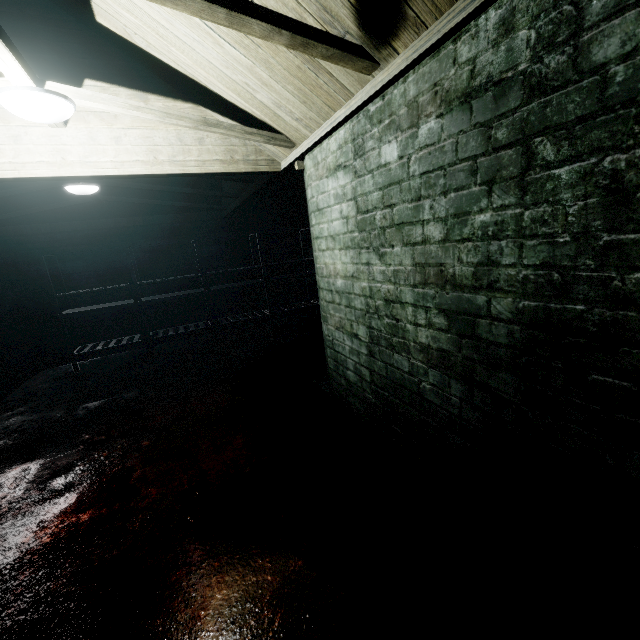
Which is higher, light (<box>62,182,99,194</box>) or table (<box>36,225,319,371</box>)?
light (<box>62,182,99,194</box>)

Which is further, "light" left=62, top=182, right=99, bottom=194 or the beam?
"light" left=62, top=182, right=99, bottom=194

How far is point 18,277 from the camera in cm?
460

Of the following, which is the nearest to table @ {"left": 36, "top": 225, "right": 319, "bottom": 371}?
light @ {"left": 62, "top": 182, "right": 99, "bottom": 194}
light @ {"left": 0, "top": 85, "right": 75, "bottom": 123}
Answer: light @ {"left": 62, "top": 182, "right": 99, "bottom": 194}

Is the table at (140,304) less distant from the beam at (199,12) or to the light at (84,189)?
the light at (84,189)

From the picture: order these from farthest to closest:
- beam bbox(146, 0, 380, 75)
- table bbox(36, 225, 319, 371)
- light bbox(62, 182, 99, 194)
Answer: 1. table bbox(36, 225, 319, 371)
2. light bbox(62, 182, 99, 194)
3. beam bbox(146, 0, 380, 75)

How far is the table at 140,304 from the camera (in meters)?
4.51
